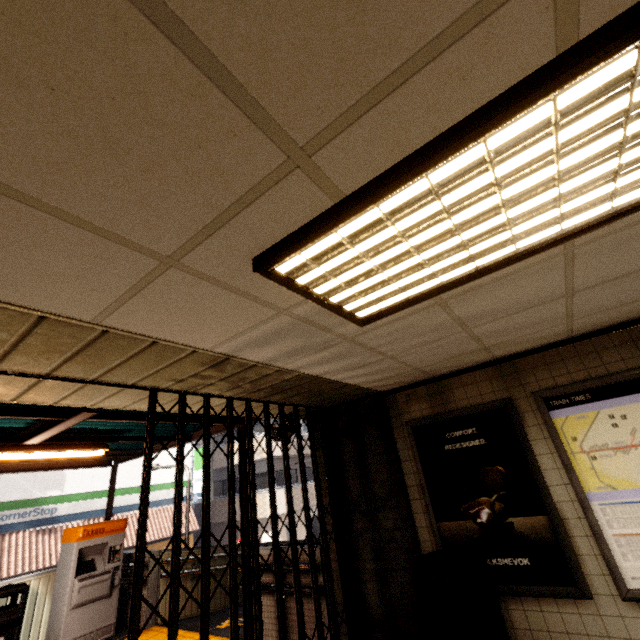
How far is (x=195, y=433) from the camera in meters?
6.0 m

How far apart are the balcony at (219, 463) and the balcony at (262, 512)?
1.6 meters

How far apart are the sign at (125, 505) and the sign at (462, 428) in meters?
15.4

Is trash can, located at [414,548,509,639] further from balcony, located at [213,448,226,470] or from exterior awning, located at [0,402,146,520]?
balcony, located at [213,448,226,470]

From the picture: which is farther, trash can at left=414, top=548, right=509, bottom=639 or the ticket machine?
the ticket machine

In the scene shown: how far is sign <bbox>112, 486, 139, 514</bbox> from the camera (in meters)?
14.18

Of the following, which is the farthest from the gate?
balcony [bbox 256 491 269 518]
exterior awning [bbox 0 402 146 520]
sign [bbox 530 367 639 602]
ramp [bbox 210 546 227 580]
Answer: balcony [bbox 256 491 269 518]

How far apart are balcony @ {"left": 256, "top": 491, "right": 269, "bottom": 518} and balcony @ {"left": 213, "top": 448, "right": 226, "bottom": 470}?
1.6m
